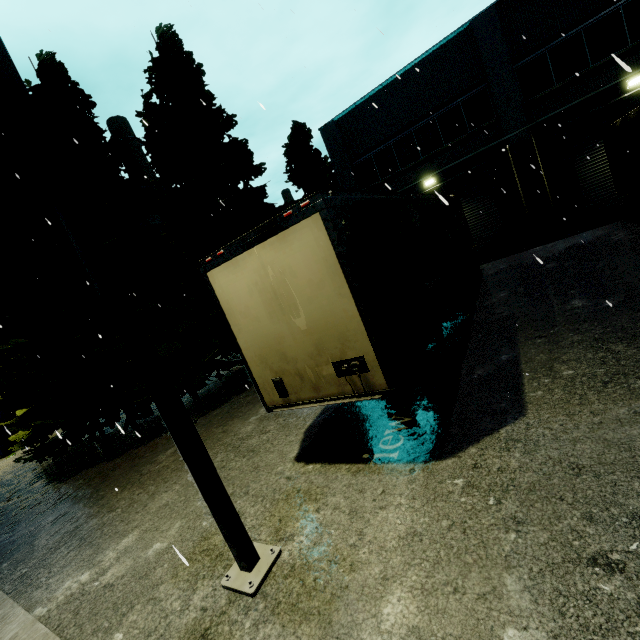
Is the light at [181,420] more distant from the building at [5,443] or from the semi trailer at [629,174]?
the building at [5,443]

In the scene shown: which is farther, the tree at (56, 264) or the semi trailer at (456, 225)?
the tree at (56, 264)

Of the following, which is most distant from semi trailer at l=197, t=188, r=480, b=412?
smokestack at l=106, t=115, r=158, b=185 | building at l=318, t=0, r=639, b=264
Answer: smokestack at l=106, t=115, r=158, b=185

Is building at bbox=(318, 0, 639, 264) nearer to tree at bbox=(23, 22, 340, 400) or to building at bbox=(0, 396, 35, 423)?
building at bbox=(0, 396, 35, 423)

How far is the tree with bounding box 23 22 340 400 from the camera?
10.84m

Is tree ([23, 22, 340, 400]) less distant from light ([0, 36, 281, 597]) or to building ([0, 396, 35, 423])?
light ([0, 36, 281, 597])

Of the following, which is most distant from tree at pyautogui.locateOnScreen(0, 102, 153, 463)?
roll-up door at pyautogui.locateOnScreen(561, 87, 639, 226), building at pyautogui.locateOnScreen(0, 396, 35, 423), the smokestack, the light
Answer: roll-up door at pyautogui.locateOnScreen(561, 87, 639, 226)

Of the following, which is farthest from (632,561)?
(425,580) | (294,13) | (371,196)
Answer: (294,13)
